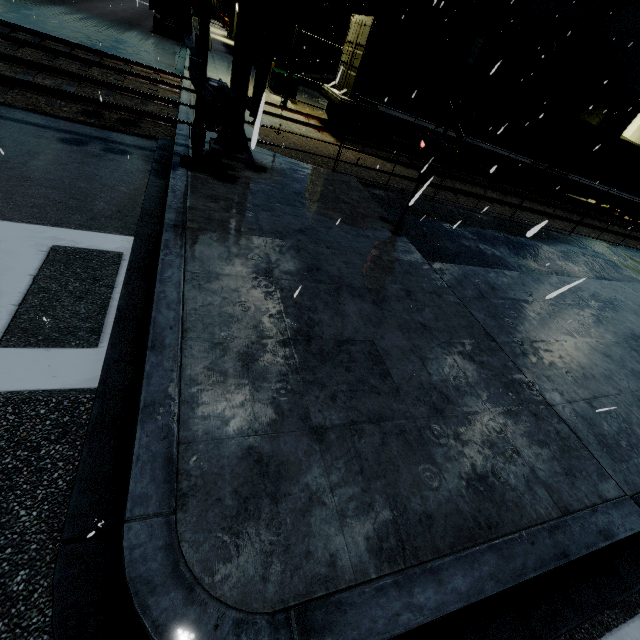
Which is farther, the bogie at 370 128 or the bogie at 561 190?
the bogie at 561 190

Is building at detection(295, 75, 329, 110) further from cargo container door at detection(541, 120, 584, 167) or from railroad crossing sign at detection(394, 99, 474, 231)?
railroad crossing sign at detection(394, 99, 474, 231)

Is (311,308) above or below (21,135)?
above

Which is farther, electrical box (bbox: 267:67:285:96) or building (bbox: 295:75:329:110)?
building (bbox: 295:75:329:110)

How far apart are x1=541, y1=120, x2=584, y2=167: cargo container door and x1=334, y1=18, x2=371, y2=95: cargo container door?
13.12m

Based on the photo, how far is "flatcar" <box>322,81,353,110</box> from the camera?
13.5m

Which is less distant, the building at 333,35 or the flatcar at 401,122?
the flatcar at 401,122

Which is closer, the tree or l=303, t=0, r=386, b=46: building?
l=303, t=0, r=386, b=46: building
